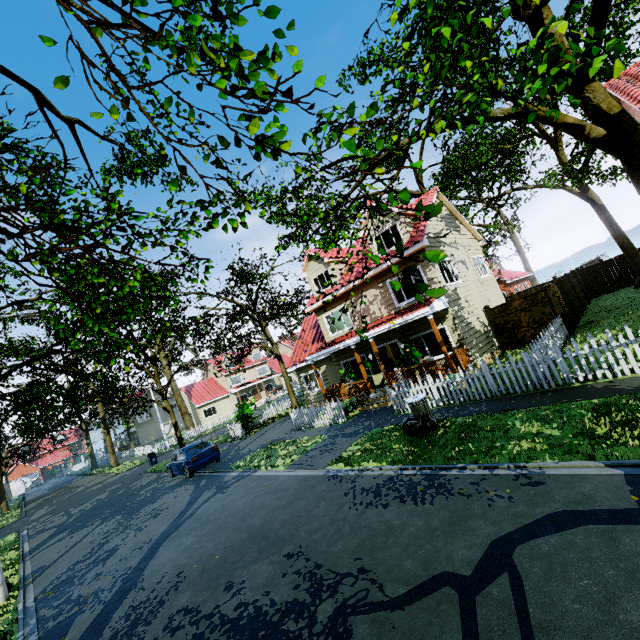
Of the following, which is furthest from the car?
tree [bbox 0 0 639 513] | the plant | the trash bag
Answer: the trash bag

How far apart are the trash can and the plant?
3.8 meters

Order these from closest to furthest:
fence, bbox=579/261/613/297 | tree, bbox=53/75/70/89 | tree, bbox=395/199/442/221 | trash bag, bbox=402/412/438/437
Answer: tree, bbox=395/199/442/221
tree, bbox=53/75/70/89
trash bag, bbox=402/412/438/437
fence, bbox=579/261/613/297

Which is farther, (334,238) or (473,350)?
(473,350)

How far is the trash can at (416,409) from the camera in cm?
985

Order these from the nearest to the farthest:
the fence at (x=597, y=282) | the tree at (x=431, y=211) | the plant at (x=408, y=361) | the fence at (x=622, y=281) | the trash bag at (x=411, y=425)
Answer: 1. the tree at (x=431, y=211)
2. the trash bag at (x=411, y=425)
3. the plant at (x=408, y=361)
4. the fence at (x=622, y=281)
5. the fence at (x=597, y=282)

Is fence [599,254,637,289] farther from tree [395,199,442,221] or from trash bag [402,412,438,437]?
trash bag [402,412,438,437]

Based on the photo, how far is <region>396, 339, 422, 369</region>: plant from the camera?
14.3 meters
